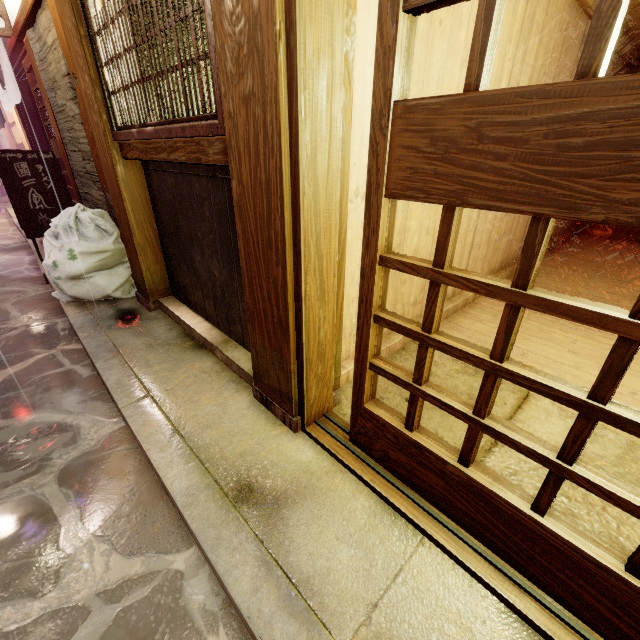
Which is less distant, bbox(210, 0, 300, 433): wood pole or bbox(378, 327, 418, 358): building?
bbox(210, 0, 300, 433): wood pole

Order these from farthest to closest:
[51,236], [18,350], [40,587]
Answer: [51,236]
[18,350]
[40,587]

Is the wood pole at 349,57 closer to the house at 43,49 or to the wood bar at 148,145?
the wood bar at 148,145

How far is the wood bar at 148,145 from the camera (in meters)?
3.03

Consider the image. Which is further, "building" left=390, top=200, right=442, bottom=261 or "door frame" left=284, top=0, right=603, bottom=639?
"building" left=390, top=200, right=442, bottom=261

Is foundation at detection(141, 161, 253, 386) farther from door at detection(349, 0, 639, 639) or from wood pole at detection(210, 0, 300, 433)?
door at detection(349, 0, 639, 639)

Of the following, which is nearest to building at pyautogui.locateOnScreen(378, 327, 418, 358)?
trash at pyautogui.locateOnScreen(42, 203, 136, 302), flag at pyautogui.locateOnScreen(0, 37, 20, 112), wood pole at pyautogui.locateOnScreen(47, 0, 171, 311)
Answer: wood pole at pyautogui.locateOnScreen(47, 0, 171, 311)

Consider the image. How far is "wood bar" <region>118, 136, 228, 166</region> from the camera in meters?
3.0
